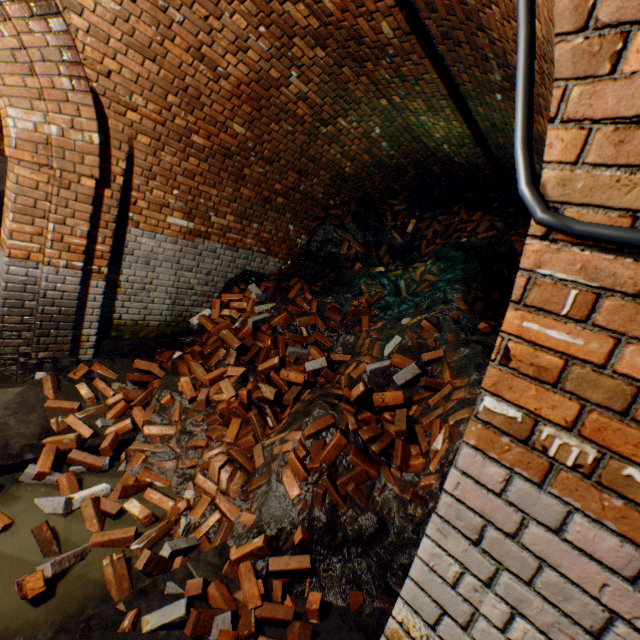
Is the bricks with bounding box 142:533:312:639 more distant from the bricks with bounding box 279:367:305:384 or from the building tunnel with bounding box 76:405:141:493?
the bricks with bounding box 279:367:305:384

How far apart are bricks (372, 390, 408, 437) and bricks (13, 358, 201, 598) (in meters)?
1.99

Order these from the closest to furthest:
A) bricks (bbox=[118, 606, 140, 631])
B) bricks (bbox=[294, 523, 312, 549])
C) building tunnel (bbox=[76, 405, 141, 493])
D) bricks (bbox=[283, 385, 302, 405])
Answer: bricks (bbox=[118, 606, 140, 631])
bricks (bbox=[294, 523, 312, 549])
building tunnel (bbox=[76, 405, 141, 493])
bricks (bbox=[283, 385, 302, 405])

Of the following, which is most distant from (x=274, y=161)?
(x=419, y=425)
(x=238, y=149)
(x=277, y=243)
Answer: (x=419, y=425)

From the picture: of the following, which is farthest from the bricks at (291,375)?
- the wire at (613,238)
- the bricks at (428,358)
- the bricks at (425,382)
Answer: the wire at (613,238)

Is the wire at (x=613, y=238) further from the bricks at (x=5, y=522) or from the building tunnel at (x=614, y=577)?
the bricks at (x=5, y=522)

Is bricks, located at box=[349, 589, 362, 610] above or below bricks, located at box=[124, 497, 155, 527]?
above

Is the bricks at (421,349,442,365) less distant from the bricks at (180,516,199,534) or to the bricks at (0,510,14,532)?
the bricks at (180,516,199,534)
